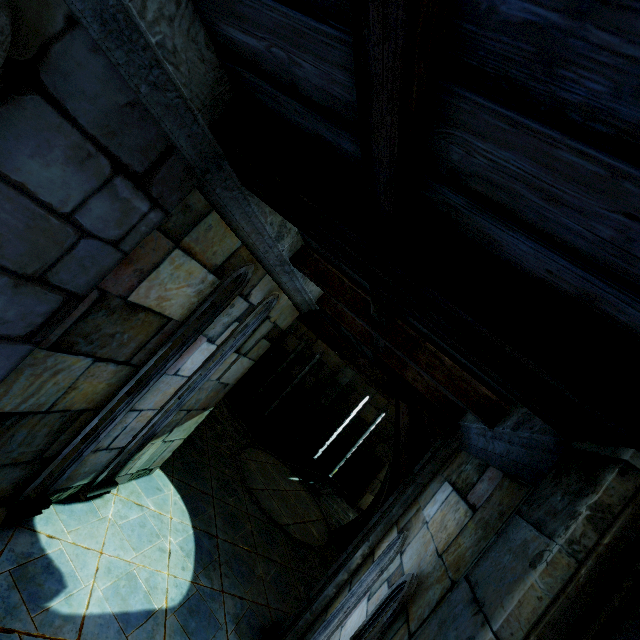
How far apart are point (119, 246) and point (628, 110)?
2.7 meters
